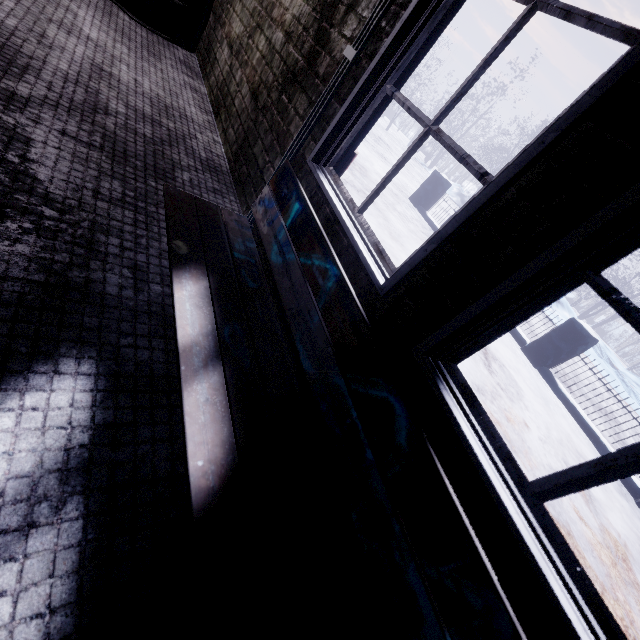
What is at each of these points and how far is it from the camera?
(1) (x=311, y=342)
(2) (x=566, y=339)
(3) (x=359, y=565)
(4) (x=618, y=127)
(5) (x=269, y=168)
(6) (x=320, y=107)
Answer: (1) bench, 1.1m
(2) fence, 5.0m
(3) window, 1.0m
(4) window, 0.7m
(5) window, 1.9m
(6) wire, 1.6m

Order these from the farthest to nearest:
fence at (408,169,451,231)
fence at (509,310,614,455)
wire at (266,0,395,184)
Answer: fence at (408,169,451,231) → fence at (509,310,614,455) → wire at (266,0,395,184)

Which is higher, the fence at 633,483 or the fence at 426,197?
the fence at 426,197

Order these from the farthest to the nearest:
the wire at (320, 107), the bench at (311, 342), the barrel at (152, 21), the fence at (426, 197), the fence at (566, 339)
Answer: the fence at (426, 197) < the fence at (566, 339) < the barrel at (152, 21) < the wire at (320, 107) < the bench at (311, 342)

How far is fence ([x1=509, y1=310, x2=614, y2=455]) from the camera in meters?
4.7 m

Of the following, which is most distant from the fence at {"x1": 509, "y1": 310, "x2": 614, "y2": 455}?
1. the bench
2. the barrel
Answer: the barrel

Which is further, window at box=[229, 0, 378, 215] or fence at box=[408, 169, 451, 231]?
fence at box=[408, 169, 451, 231]
